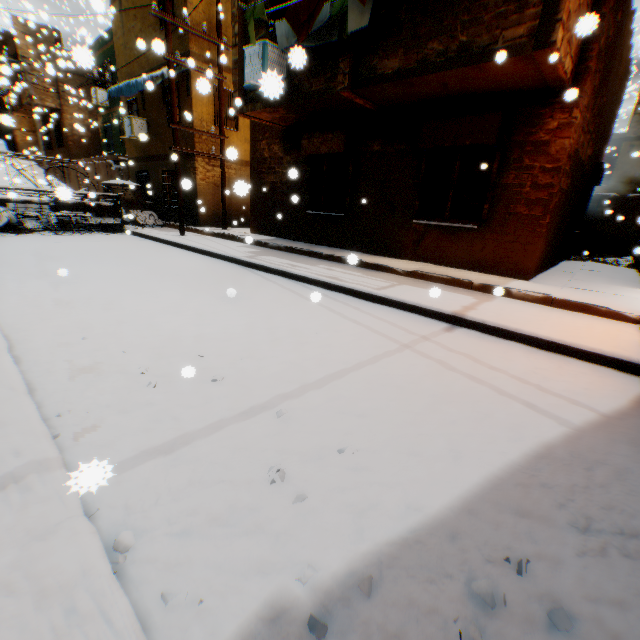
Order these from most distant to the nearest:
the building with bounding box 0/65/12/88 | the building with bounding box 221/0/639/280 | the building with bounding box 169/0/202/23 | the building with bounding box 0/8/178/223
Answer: the building with bounding box 0/8/178/223 → the building with bounding box 169/0/202/23 → the building with bounding box 221/0/639/280 → the building with bounding box 0/65/12/88

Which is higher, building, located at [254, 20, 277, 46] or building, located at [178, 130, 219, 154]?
building, located at [254, 20, 277, 46]

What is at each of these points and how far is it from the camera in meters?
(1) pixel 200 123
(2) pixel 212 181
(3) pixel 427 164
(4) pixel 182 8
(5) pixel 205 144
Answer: (1) building, 12.4 m
(2) building, 13.4 m
(3) shutter, 7.5 m
(4) building, 11.2 m
(5) building, 12.7 m

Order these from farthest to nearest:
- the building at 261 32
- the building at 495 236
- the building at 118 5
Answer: the building at 118 5 < the building at 261 32 < the building at 495 236

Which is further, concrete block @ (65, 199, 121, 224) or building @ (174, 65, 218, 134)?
concrete block @ (65, 199, 121, 224)

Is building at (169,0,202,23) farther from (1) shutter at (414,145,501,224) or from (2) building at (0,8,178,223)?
(2) building at (0,8,178,223)

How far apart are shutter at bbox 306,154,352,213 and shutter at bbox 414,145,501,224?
2.1 meters

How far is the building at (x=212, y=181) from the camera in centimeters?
1281cm
